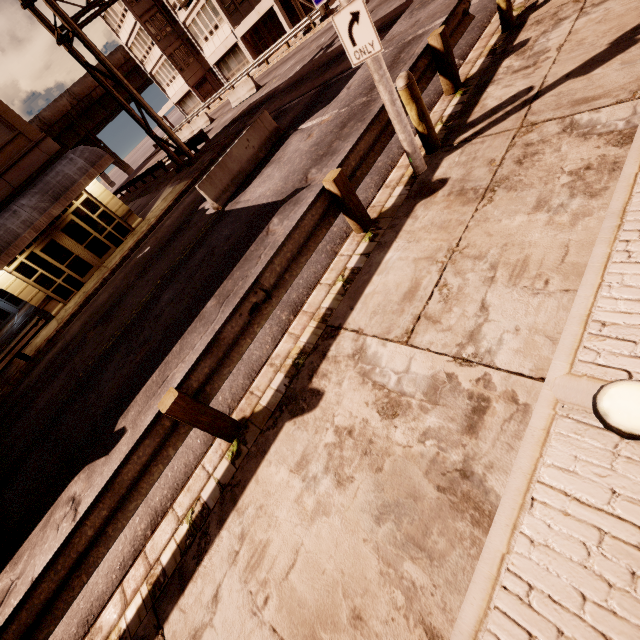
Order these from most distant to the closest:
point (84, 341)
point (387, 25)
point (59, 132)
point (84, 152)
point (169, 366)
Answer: point (59, 132) < point (84, 152) < point (387, 25) < point (84, 341) < point (169, 366)

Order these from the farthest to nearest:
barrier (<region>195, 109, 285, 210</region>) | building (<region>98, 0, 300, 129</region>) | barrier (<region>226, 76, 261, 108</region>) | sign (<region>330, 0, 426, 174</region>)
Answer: building (<region>98, 0, 300, 129</region>), barrier (<region>226, 76, 261, 108</region>), barrier (<region>195, 109, 285, 210</region>), sign (<region>330, 0, 426, 174</region>)

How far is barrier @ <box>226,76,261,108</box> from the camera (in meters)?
24.49

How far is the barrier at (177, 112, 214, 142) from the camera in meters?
30.9 m

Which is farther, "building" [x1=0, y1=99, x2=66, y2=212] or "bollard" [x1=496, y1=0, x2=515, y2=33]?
"building" [x1=0, y1=99, x2=66, y2=212]

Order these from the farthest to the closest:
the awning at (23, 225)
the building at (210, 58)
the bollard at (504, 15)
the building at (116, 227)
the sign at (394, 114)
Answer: the building at (210, 58), the building at (116, 227), the awning at (23, 225), the bollard at (504, 15), the sign at (394, 114)

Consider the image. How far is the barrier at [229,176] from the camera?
10.8 meters

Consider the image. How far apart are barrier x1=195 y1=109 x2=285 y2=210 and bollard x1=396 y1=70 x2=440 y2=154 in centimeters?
759cm
